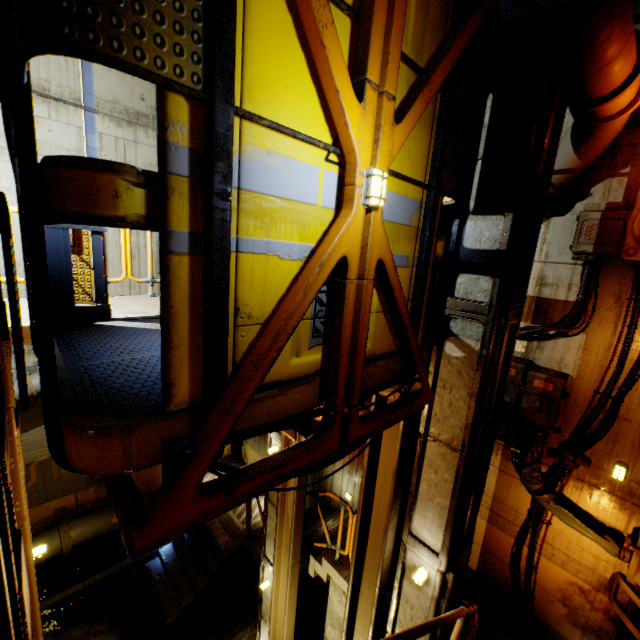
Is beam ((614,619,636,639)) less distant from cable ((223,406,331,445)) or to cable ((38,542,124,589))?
cable ((223,406,331,445))

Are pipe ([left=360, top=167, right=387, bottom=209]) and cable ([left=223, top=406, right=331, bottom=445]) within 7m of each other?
yes

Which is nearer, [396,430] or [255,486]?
[255,486]

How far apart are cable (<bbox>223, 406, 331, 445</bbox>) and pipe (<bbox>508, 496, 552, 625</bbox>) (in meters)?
5.20

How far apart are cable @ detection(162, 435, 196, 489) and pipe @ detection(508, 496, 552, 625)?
6.00m

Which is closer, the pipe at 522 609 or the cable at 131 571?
the pipe at 522 609

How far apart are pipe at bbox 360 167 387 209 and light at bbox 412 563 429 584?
4.28m

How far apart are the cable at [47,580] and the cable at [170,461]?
11.8 meters
